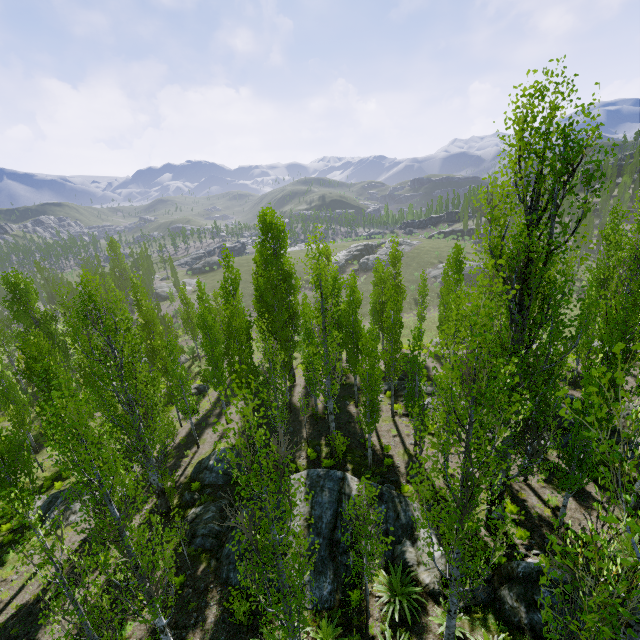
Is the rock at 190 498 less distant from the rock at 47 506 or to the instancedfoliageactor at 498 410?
the instancedfoliageactor at 498 410

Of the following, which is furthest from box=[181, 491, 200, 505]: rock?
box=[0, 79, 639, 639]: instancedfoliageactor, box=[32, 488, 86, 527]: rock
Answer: box=[32, 488, 86, 527]: rock

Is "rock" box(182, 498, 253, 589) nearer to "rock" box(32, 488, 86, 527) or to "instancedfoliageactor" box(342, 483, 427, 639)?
"instancedfoliageactor" box(342, 483, 427, 639)

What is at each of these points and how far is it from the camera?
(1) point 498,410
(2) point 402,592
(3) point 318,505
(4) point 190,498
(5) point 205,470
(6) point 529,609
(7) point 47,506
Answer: (1) instancedfoliageactor, 6.08m
(2) instancedfoliageactor, 10.33m
(3) rock, 13.47m
(4) rock, 17.06m
(5) rock, 18.94m
(6) rock, 8.99m
(7) rock, 19.00m

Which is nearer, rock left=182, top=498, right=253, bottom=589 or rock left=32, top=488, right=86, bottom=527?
rock left=182, top=498, right=253, bottom=589
